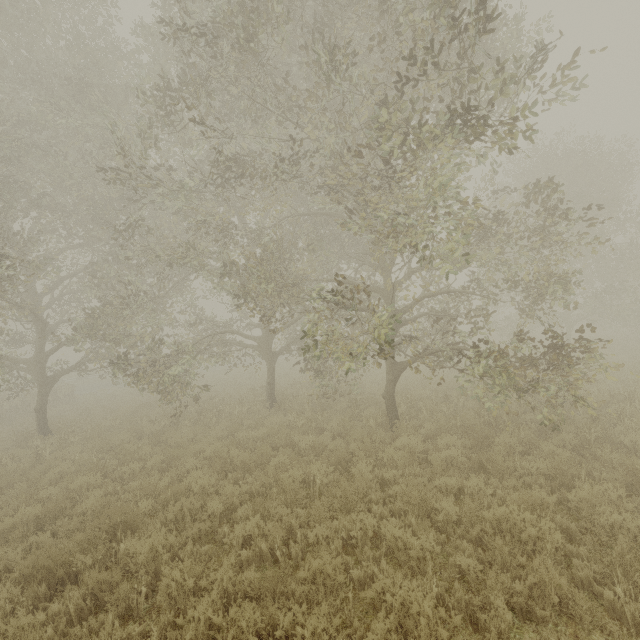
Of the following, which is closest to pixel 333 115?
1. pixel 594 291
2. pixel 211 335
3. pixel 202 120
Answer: pixel 202 120
